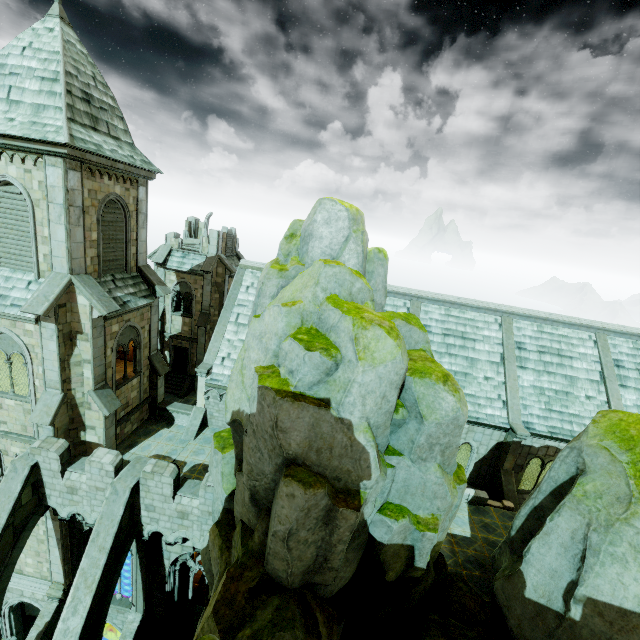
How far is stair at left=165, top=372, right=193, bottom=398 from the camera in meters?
28.4

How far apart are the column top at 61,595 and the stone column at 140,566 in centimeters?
333cm

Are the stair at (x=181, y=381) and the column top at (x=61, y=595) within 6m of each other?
no

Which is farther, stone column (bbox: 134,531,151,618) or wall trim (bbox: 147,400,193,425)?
wall trim (bbox: 147,400,193,425)

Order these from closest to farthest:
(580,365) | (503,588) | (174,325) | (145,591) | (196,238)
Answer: (503,588), (145,591), (580,365), (174,325), (196,238)

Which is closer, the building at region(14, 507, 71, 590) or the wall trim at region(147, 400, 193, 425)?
the building at region(14, 507, 71, 590)

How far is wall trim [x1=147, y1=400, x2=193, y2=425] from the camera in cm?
1902

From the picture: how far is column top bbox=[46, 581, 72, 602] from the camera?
16.02m
